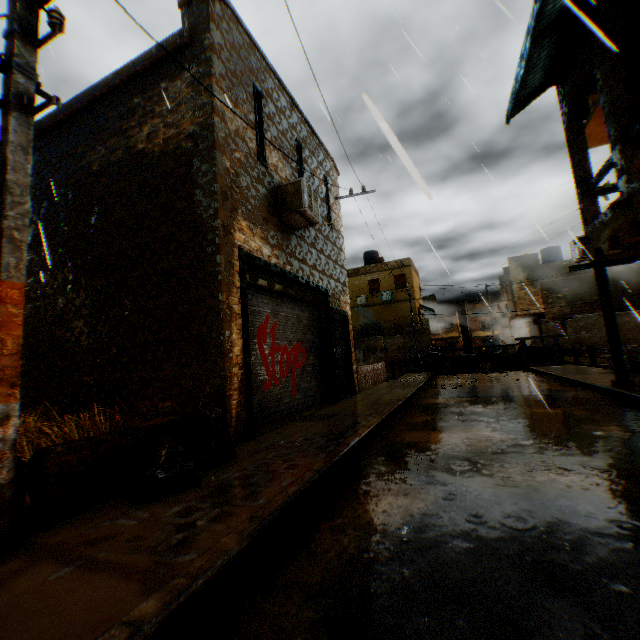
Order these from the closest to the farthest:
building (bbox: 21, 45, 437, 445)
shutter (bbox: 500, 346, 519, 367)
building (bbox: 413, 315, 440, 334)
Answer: building (bbox: 21, 45, 437, 445) → shutter (bbox: 500, 346, 519, 367) → building (bbox: 413, 315, 440, 334)

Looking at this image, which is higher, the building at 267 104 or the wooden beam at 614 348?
the building at 267 104

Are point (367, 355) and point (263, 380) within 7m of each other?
no

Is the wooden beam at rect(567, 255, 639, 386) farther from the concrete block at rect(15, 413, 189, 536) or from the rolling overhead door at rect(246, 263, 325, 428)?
the concrete block at rect(15, 413, 189, 536)

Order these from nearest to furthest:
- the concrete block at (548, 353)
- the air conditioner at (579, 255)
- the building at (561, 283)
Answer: the air conditioner at (579, 255), the concrete block at (548, 353), the building at (561, 283)

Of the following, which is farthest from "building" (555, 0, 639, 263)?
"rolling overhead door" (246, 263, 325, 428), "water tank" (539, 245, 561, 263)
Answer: "water tank" (539, 245, 561, 263)

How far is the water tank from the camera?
29.6m

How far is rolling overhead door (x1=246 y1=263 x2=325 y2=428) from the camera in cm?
648
